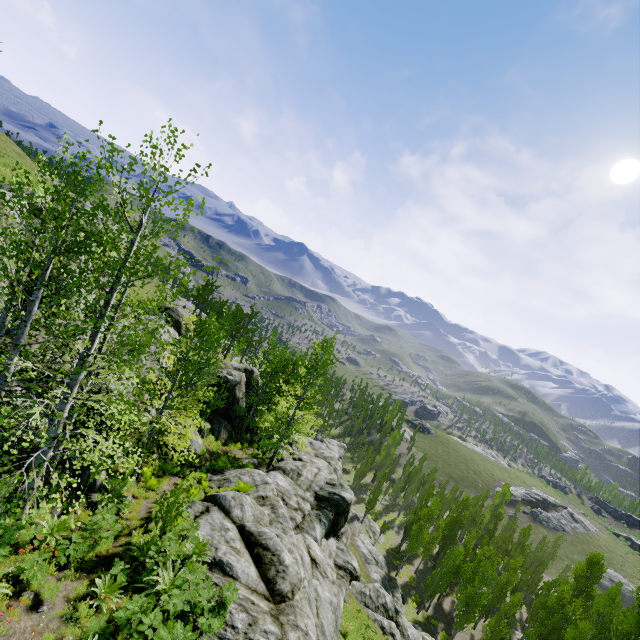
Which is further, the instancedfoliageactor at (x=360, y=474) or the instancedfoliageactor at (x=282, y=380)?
the instancedfoliageactor at (x=360, y=474)

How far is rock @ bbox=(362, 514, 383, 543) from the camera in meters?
47.9

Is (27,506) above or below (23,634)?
above

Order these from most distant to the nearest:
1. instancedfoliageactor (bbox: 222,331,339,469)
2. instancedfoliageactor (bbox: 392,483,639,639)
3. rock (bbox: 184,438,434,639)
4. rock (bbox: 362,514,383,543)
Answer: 1. rock (bbox: 362,514,383,543)
2. instancedfoliageactor (bbox: 392,483,639,639)
3. instancedfoliageactor (bbox: 222,331,339,469)
4. rock (bbox: 184,438,434,639)

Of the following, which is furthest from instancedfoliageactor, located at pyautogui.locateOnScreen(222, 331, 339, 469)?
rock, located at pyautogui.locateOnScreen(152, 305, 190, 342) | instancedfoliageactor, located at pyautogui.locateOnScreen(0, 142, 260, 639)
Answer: instancedfoliageactor, located at pyautogui.locateOnScreen(0, 142, 260, 639)

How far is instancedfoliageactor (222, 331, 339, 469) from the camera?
24.0 meters

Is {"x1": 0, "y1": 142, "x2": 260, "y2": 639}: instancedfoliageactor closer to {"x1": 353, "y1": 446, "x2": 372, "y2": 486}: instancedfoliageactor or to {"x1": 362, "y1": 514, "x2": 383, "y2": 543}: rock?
{"x1": 362, "y1": 514, "x2": 383, "y2": 543}: rock

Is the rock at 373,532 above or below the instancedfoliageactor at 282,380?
below
